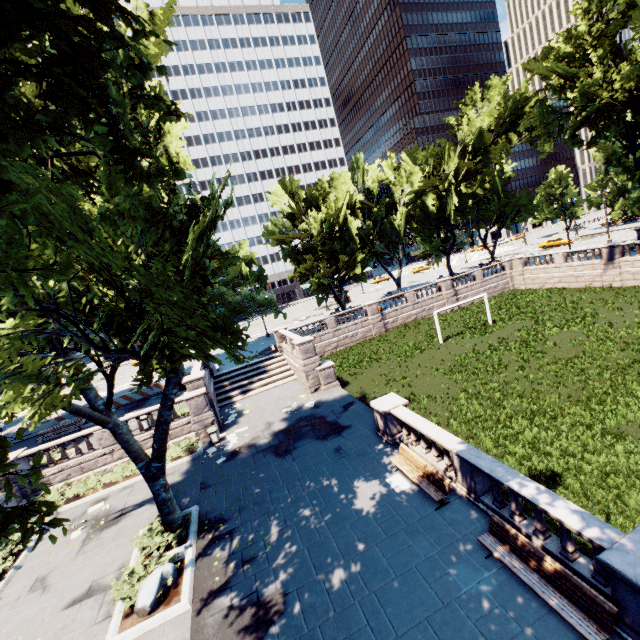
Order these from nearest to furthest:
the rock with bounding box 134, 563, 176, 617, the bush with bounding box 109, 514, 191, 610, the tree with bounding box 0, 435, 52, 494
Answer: the tree with bounding box 0, 435, 52, 494
the rock with bounding box 134, 563, 176, 617
the bush with bounding box 109, 514, 191, 610

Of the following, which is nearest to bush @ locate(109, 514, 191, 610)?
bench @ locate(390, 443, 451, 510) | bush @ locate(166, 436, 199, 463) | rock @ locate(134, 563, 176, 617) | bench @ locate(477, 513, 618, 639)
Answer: rock @ locate(134, 563, 176, 617)

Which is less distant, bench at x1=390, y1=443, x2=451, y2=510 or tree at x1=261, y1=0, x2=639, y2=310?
bench at x1=390, y1=443, x2=451, y2=510

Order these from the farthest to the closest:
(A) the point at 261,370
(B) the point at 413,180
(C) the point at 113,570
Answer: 1. (B) the point at 413,180
2. (A) the point at 261,370
3. (C) the point at 113,570

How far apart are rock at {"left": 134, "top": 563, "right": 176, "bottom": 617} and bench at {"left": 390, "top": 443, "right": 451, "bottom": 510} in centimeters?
861cm

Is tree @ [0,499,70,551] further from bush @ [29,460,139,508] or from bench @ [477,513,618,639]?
bench @ [477,513,618,639]

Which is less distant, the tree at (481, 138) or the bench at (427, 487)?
the bench at (427, 487)

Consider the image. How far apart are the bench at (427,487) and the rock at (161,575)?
8.6m
